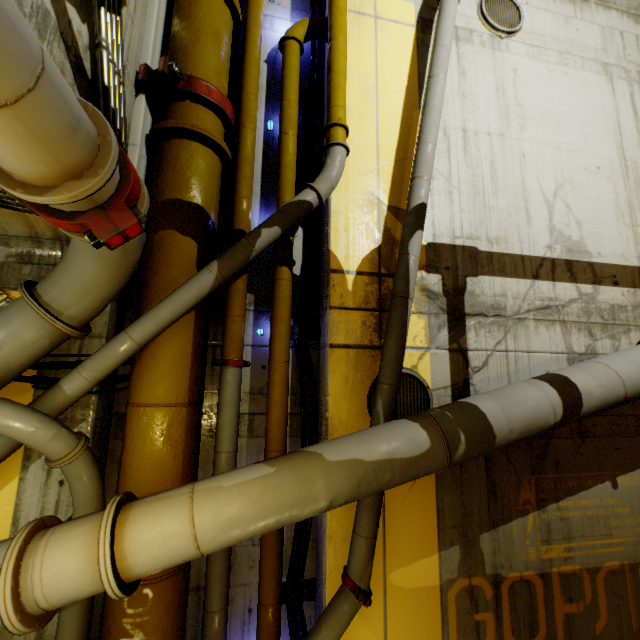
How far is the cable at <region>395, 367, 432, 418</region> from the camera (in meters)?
3.82

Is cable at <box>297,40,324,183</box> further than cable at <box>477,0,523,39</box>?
No

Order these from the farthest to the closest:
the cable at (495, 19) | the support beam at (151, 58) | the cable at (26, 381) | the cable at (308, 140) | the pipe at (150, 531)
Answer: the cable at (495, 19) → the cable at (308, 140) → the support beam at (151, 58) → the cable at (26, 381) → the pipe at (150, 531)

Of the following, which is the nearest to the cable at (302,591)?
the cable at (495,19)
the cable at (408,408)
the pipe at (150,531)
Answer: the pipe at (150,531)

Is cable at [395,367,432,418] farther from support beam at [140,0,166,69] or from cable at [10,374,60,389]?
support beam at [140,0,166,69]

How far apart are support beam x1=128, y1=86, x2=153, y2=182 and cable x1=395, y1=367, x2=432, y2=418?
3.2m

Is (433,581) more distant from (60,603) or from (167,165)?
(167,165)

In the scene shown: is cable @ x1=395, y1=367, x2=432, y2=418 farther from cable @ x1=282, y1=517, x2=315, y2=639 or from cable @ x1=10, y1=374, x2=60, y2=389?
cable @ x1=10, y1=374, x2=60, y2=389
